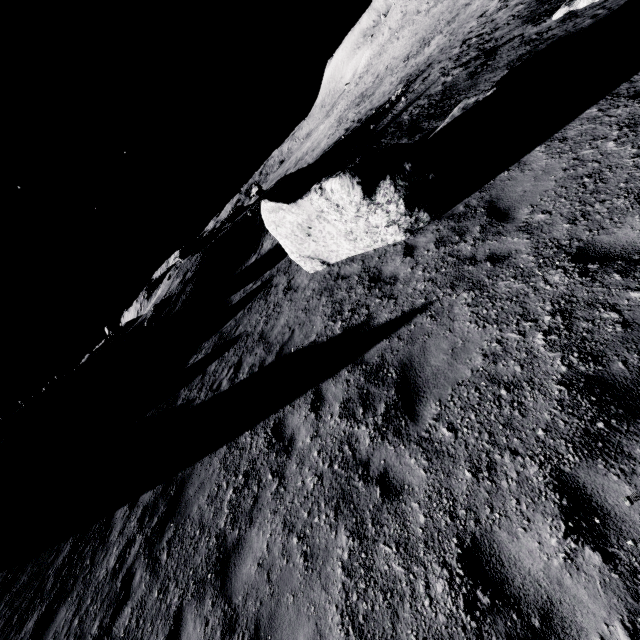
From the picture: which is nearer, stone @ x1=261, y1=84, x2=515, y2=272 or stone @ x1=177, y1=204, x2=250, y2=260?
stone @ x1=261, y1=84, x2=515, y2=272

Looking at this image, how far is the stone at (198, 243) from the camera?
27.22m

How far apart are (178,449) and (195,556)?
3.4 meters

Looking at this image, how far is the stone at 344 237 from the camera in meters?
7.1

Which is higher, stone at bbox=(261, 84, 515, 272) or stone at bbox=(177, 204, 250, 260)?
stone at bbox=(177, 204, 250, 260)

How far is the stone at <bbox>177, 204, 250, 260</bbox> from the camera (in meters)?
27.22

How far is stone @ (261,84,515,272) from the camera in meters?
7.1
